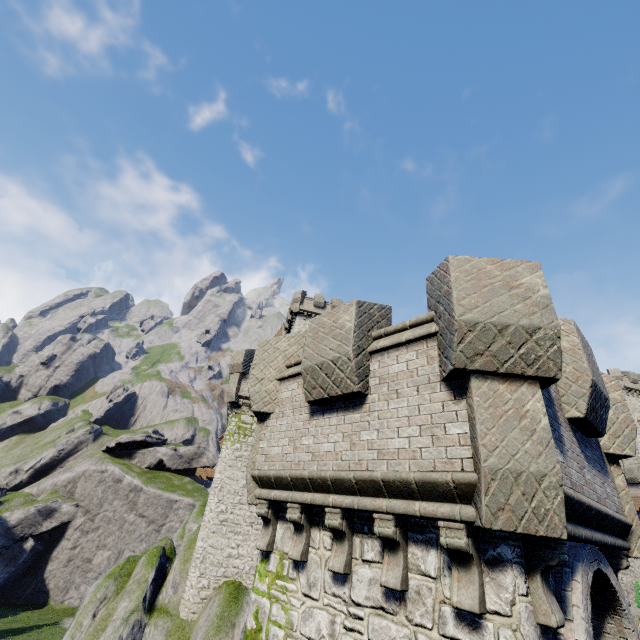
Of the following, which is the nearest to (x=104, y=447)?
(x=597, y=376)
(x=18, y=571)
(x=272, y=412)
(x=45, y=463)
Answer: (x=45, y=463)

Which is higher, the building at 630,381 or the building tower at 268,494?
the building at 630,381

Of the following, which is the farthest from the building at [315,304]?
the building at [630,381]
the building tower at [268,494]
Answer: the building at [630,381]

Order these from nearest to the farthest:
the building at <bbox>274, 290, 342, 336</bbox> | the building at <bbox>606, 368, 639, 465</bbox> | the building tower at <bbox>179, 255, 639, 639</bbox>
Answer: the building tower at <bbox>179, 255, 639, 639</bbox> → the building at <bbox>274, 290, 342, 336</bbox> → the building at <bbox>606, 368, 639, 465</bbox>

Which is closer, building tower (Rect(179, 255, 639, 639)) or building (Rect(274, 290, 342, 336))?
building tower (Rect(179, 255, 639, 639))

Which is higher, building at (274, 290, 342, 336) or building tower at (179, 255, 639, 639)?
building at (274, 290, 342, 336)

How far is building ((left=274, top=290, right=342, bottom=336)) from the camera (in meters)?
41.72

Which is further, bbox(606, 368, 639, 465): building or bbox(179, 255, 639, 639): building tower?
bbox(606, 368, 639, 465): building
